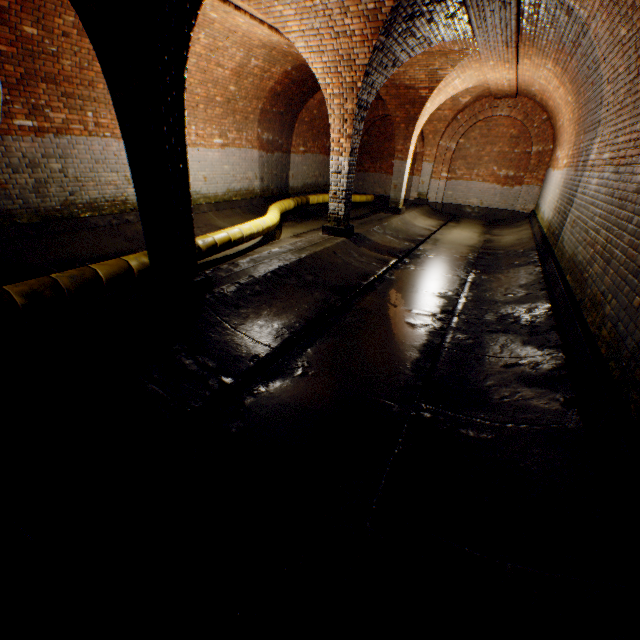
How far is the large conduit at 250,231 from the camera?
6.22m

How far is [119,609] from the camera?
1.7 meters

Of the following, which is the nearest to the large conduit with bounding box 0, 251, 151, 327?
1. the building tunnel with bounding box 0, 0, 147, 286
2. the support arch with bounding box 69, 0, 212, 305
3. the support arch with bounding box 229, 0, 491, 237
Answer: the building tunnel with bounding box 0, 0, 147, 286

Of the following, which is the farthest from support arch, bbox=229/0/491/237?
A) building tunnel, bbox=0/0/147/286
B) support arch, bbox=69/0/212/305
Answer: support arch, bbox=69/0/212/305

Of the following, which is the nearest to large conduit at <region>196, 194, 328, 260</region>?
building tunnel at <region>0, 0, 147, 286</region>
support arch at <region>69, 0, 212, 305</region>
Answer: building tunnel at <region>0, 0, 147, 286</region>

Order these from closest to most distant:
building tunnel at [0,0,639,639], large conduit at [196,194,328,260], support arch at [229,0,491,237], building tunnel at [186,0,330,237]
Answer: building tunnel at [0,0,639,639] < support arch at [229,0,491,237] < large conduit at [196,194,328,260] < building tunnel at [186,0,330,237]

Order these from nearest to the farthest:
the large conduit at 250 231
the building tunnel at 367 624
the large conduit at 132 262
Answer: the building tunnel at 367 624 → the large conduit at 132 262 → the large conduit at 250 231

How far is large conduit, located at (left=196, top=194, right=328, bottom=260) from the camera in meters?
6.2 m
